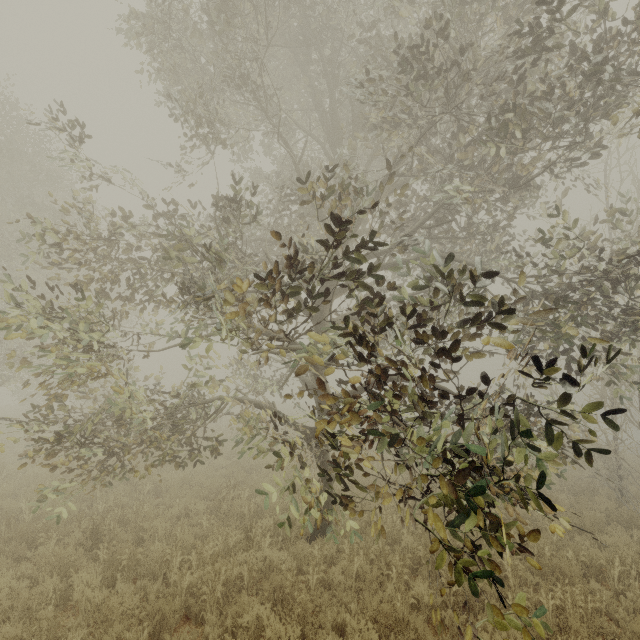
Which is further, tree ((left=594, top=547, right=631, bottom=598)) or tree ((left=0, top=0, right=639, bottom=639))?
tree ((left=594, top=547, right=631, bottom=598))

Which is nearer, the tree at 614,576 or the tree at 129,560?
the tree at 129,560

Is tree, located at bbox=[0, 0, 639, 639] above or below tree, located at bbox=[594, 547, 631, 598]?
above

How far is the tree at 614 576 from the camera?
6.4m

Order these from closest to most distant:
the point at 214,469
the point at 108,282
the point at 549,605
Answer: the point at 549,605 < the point at 214,469 < the point at 108,282

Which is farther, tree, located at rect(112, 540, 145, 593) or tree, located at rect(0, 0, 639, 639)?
tree, located at rect(112, 540, 145, 593)

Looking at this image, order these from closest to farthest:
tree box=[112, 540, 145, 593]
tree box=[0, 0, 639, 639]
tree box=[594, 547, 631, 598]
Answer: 1. tree box=[0, 0, 639, 639]
2. tree box=[112, 540, 145, 593]
3. tree box=[594, 547, 631, 598]
